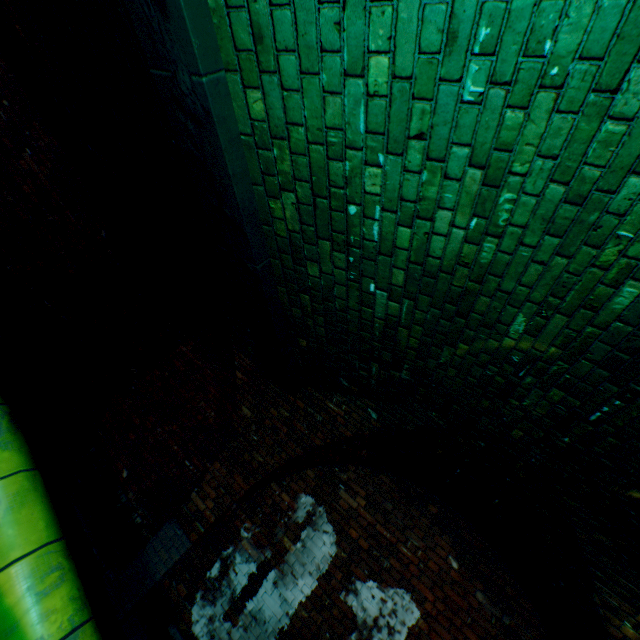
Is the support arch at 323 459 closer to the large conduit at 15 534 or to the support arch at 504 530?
the support arch at 504 530

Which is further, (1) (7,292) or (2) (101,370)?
(2) (101,370)

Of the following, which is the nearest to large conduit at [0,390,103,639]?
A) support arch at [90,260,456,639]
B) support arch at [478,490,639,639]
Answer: support arch at [478,490,639,639]

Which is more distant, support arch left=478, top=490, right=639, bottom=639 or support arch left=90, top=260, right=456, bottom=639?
support arch left=90, top=260, right=456, bottom=639

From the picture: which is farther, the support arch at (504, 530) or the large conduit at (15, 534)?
the support arch at (504, 530)

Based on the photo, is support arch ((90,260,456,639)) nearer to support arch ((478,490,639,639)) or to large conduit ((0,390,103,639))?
support arch ((478,490,639,639))
